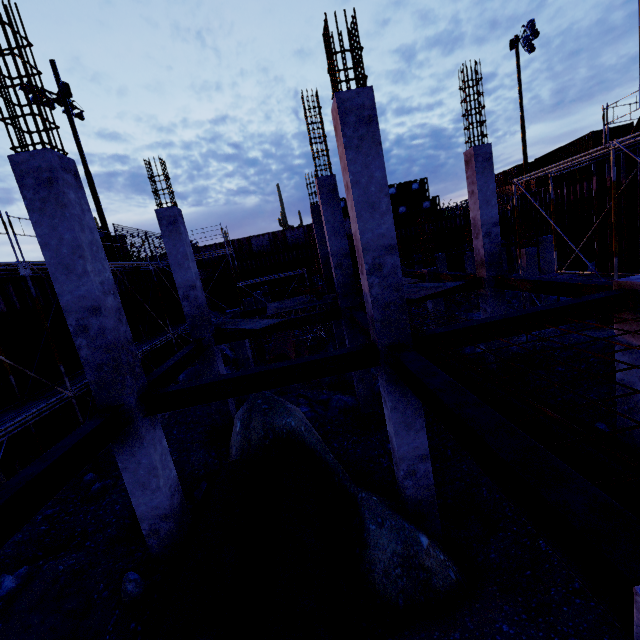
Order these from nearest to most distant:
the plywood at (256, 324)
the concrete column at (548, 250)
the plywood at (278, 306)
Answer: the plywood at (256, 324) < the plywood at (278, 306) < the concrete column at (548, 250)

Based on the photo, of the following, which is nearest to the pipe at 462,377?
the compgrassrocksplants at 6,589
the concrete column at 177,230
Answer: → the concrete column at 177,230

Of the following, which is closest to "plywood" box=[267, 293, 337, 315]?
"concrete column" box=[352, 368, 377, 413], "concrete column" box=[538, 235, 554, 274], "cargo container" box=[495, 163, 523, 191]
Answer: "concrete column" box=[352, 368, 377, 413]

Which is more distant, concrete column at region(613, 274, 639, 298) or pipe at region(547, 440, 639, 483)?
concrete column at region(613, 274, 639, 298)

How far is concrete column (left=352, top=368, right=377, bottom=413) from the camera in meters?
11.1

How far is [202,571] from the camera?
4.18m

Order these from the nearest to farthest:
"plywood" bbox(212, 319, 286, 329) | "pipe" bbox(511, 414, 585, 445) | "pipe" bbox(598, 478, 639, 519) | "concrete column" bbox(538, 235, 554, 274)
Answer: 1. "pipe" bbox(598, 478, 639, 519)
2. "pipe" bbox(511, 414, 585, 445)
3. "plywood" bbox(212, 319, 286, 329)
4. "concrete column" bbox(538, 235, 554, 274)

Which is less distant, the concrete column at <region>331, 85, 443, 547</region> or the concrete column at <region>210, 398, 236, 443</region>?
the concrete column at <region>331, 85, 443, 547</region>
